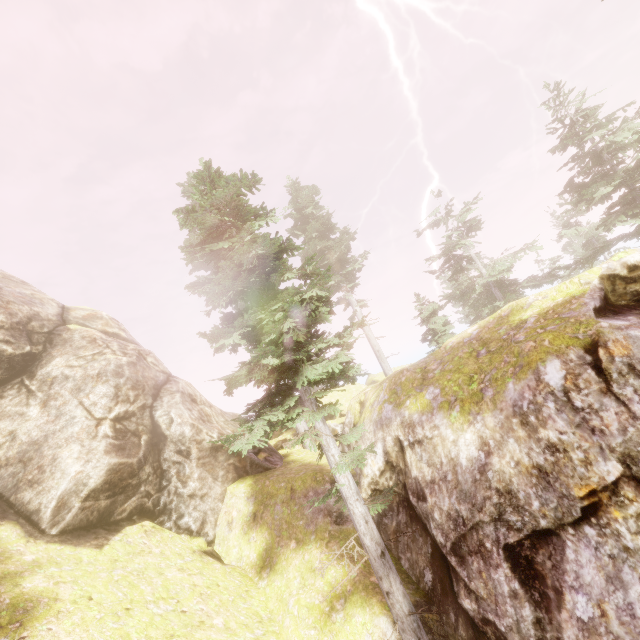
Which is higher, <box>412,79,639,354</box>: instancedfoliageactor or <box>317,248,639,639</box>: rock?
<box>412,79,639,354</box>: instancedfoliageactor

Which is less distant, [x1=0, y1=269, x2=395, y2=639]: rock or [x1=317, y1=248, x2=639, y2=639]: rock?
[x1=317, y1=248, x2=639, y2=639]: rock

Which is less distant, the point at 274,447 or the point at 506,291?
the point at 274,447

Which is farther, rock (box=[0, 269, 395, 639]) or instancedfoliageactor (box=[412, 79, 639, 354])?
instancedfoliageactor (box=[412, 79, 639, 354])

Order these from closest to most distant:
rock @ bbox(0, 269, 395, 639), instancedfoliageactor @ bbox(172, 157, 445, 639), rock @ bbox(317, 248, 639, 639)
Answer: rock @ bbox(317, 248, 639, 639) → instancedfoliageactor @ bbox(172, 157, 445, 639) → rock @ bbox(0, 269, 395, 639)

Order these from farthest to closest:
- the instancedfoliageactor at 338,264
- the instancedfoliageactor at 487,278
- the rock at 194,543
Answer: the instancedfoliageactor at 487,278 < the rock at 194,543 < the instancedfoliageactor at 338,264

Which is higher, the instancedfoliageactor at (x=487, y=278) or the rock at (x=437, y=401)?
the instancedfoliageactor at (x=487, y=278)
